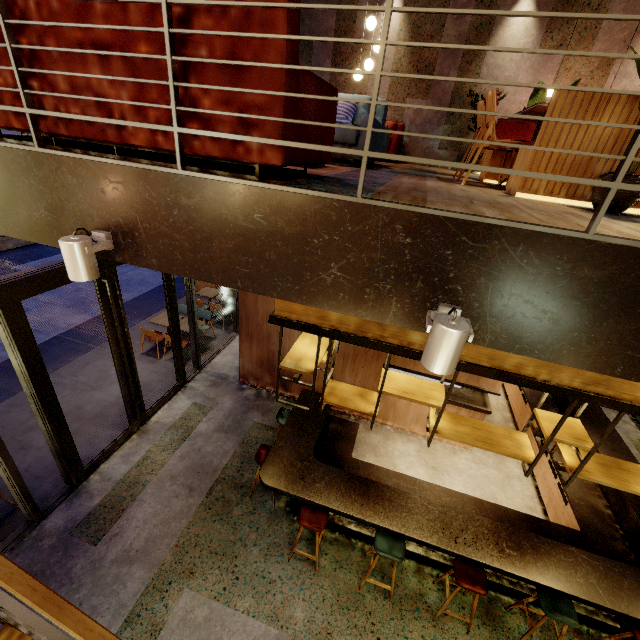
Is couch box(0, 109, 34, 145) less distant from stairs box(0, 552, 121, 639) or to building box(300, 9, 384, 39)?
building box(300, 9, 384, 39)

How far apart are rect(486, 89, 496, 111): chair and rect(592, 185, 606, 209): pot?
0.8m

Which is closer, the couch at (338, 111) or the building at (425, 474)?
the couch at (338, 111)

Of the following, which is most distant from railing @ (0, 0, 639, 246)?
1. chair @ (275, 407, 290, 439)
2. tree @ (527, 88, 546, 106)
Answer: chair @ (275, 407, 290, 439)

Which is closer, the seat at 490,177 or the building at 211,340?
the seat at 490,177

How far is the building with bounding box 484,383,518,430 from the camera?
7.7 meters

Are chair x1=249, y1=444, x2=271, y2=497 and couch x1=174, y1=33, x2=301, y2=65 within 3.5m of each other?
no

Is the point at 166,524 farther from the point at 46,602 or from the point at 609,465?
the point at 609,465
